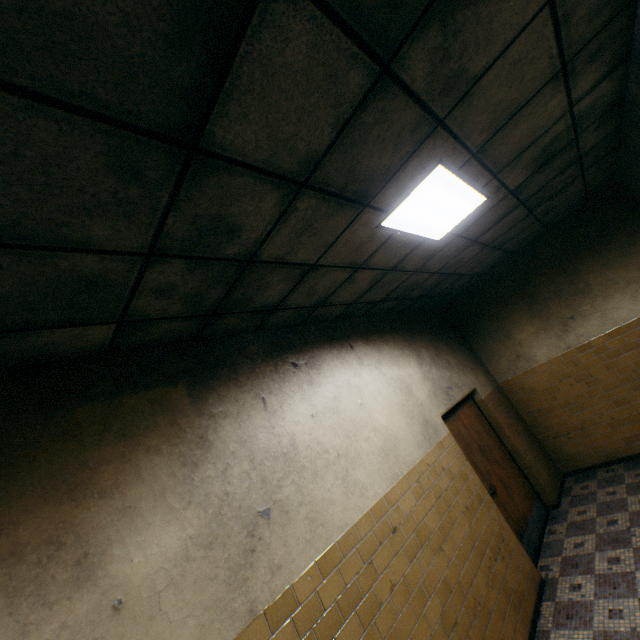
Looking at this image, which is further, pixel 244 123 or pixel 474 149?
pixel 474 149

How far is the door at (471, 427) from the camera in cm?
457

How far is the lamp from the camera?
2.50m

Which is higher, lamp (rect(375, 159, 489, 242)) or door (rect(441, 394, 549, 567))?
lamp (rect(375, 159, 489, 242))

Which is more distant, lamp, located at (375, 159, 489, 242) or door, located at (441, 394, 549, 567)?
door, located at (441, 394, 549, 567)

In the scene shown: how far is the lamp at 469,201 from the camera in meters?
2.5

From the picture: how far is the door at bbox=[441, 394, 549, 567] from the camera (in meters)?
4.57
